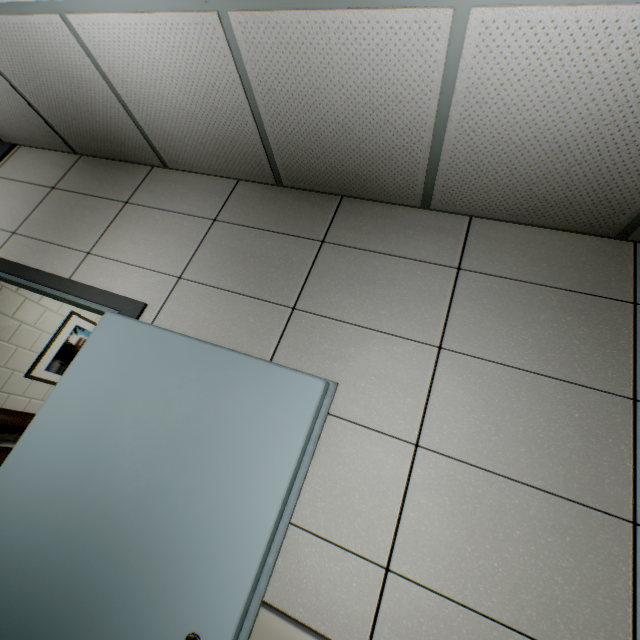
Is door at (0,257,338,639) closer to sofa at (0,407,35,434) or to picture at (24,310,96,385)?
sofa at (0,407,35,434)

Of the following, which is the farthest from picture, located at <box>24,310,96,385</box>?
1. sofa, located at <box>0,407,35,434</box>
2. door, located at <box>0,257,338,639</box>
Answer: door, located at <box>0,257,338,639</box>

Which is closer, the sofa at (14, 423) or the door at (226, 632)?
the door at (226, 632)

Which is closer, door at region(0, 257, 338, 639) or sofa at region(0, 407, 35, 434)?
door at region(0, 257, 338, 639)

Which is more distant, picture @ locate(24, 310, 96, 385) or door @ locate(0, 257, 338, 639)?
picture @ locate(24, 310, 96, 385)

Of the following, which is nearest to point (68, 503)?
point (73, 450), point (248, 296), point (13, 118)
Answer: point (73, 450)

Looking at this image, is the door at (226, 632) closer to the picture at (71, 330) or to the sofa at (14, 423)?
the sofa at (14, 423)
